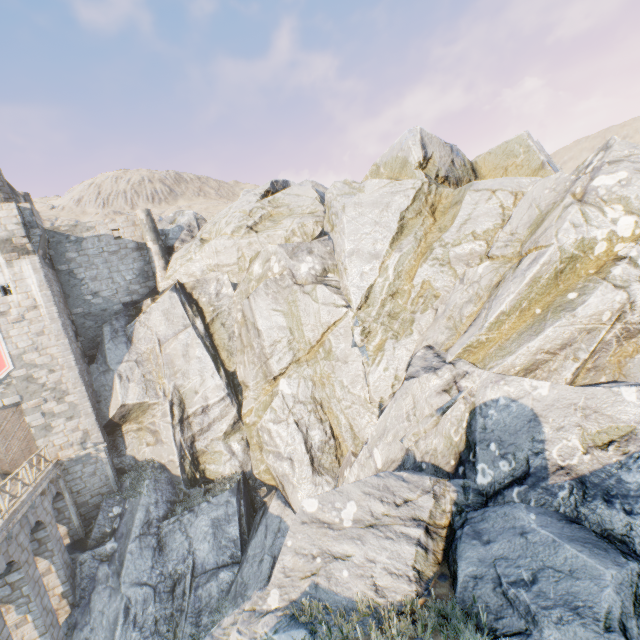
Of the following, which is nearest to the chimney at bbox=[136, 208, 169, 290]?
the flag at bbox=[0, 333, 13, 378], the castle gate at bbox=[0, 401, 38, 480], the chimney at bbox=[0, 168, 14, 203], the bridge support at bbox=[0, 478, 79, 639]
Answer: the chimney at bbox=[0, 168, 14, 203]

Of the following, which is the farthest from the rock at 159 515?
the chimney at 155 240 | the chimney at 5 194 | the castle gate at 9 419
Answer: the chimney at 5 194

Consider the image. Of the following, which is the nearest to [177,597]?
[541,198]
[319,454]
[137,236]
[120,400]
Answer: [319,454]

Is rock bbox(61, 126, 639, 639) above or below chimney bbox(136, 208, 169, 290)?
below

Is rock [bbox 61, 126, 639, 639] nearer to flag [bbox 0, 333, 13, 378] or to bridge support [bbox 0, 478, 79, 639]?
bridge support [bbox 0, 478, 79, 639]

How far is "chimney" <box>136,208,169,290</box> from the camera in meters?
23.4 m

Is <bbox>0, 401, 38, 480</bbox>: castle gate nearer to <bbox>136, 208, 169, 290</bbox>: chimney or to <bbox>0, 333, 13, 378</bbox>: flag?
<bbox>0, 333, 13, 378</bbox>: flag

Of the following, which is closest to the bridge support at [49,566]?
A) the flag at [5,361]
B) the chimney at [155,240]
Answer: the flag at [5,361]
